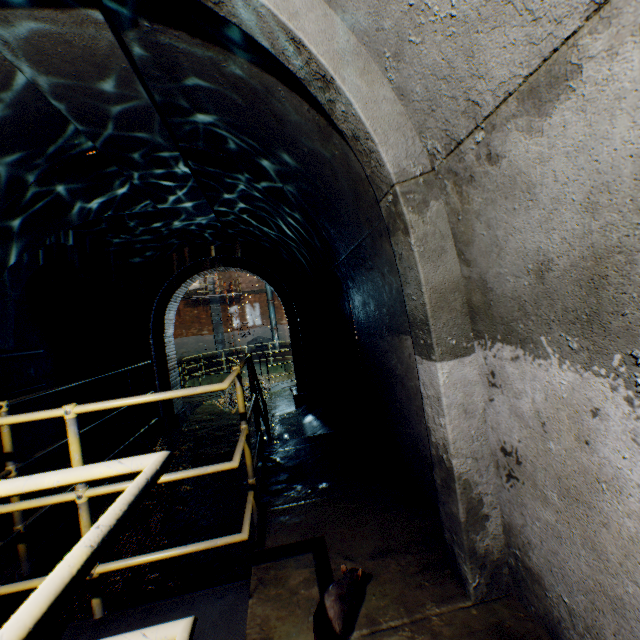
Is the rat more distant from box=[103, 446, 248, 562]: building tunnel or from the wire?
the wire

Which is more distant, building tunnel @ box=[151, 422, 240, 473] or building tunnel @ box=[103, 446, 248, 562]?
building tunnel @ box=[151, 422, 240, 473]

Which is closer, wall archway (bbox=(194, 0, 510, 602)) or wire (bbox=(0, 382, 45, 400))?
wall archway (bbox=(194, 0, 510, 602))

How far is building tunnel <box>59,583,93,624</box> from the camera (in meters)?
2.93

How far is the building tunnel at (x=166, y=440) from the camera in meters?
6.4

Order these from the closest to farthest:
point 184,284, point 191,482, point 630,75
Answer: point 630,75, point 191,482, point 184,284

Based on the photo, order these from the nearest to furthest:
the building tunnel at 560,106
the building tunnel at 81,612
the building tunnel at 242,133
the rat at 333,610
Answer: the building tunnel at 560,106, the rat at 333,610, the building tunnel at 242,133, the building tunnel at 81,612
